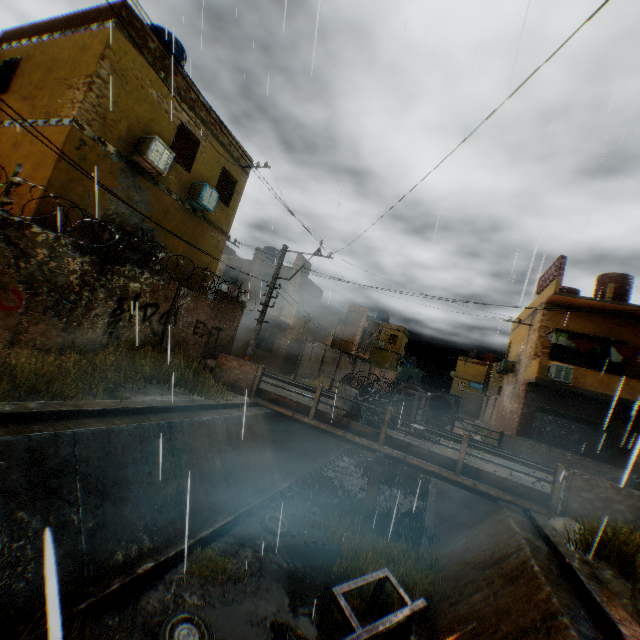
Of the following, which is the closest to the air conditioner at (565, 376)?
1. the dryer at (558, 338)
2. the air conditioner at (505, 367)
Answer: the dryer at (558, 338)

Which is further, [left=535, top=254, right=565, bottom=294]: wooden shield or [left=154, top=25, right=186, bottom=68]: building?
[left=535, top=254, right=565, bottom=294]: wooden shield

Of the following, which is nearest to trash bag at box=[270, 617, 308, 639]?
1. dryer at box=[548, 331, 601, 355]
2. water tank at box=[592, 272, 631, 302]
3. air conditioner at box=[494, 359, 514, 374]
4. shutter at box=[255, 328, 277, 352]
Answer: shutter at box=[255, 328, 277, 352]

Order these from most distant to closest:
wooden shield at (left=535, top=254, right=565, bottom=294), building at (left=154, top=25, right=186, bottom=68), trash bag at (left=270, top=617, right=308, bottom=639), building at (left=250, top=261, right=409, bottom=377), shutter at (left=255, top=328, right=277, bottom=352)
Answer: shutter at (left=255, top=328, right=277, bottom=352) → building at (left=250, top=261, right=409, bottom=377) → wooden shield at (left=535, top=254, right=565, bottom=294) → building at (left=154, top=25, right=186, bottom=68) → trash bag at (left=270, top=617, right=308, bottom=639)

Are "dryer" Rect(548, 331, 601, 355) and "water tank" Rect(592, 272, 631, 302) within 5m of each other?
yes

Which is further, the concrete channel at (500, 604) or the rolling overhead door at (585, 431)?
the rolling overhead door at (585, 431)

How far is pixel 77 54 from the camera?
9.6 meters

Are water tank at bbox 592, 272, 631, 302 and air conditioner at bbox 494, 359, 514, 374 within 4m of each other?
no
